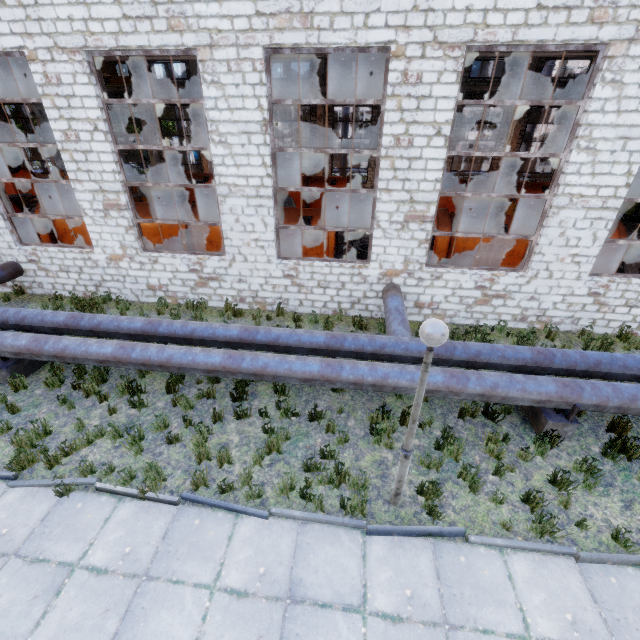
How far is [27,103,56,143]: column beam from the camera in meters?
24.7

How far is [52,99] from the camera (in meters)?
8.44

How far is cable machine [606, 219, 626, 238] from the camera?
11.2 meters

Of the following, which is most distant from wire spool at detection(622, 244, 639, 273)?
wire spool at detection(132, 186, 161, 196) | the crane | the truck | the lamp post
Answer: the truck

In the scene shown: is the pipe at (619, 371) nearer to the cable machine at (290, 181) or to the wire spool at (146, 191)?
the wire spool at (146, 191)

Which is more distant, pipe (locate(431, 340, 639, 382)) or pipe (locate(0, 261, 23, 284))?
pipe (locate(0, 261, 23, 284))

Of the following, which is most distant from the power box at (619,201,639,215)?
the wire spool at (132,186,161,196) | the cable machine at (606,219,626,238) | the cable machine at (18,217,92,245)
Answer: the wire spool at (132,186,161,196)

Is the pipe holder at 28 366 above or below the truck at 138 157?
below
